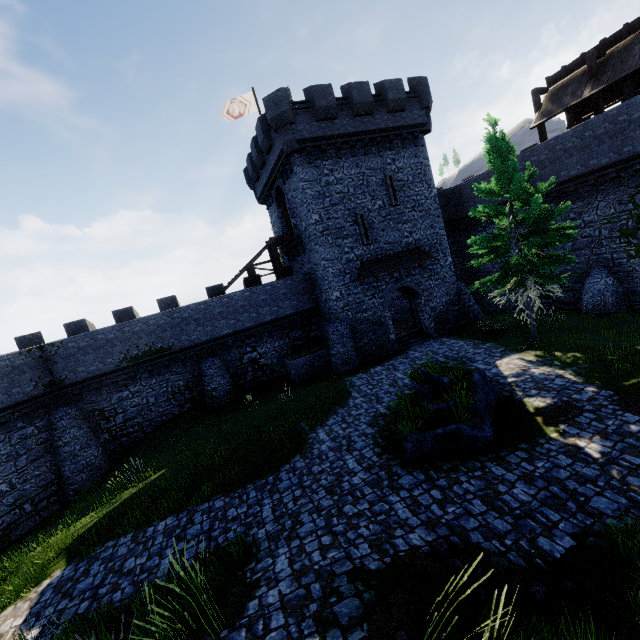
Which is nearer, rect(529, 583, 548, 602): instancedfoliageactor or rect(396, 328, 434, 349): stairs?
rect(529, 583, 548, 602): instancedfoliageactor

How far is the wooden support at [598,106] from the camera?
16.9 meters

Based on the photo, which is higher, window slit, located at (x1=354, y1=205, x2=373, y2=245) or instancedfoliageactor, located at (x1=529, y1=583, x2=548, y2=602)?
window slit, located at (x1=354, y1=205, x2=373, y2=245)

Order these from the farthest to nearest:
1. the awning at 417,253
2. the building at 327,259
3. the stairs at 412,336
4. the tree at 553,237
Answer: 1. the stairs at 412,336
2. the awning at 417,253
3. the building at 327,259
4. the tree at 553,237

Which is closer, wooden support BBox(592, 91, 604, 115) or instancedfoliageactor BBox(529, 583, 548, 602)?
instancedfoliageactor BBox(529, 583, 548, 602)

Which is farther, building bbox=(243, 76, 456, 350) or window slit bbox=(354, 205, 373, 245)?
window slit bbox=(354, 205, 373, 245)

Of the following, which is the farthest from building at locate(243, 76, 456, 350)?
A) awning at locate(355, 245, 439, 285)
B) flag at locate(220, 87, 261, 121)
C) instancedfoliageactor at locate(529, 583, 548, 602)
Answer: instancedfoliageactor at locate(529, 583, 548, 602)

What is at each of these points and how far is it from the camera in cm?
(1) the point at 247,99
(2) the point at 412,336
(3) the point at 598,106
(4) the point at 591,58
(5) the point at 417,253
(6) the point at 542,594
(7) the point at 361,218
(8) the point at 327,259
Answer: (1) flag, 2389
(2) stairs, 2284
(3) wooden support, 1703
(4) wooden support, 1670
(5) awning, 2212
(6) instancedfoliageactor, 510
(7) window slit, 2084
(8) building, 2025
